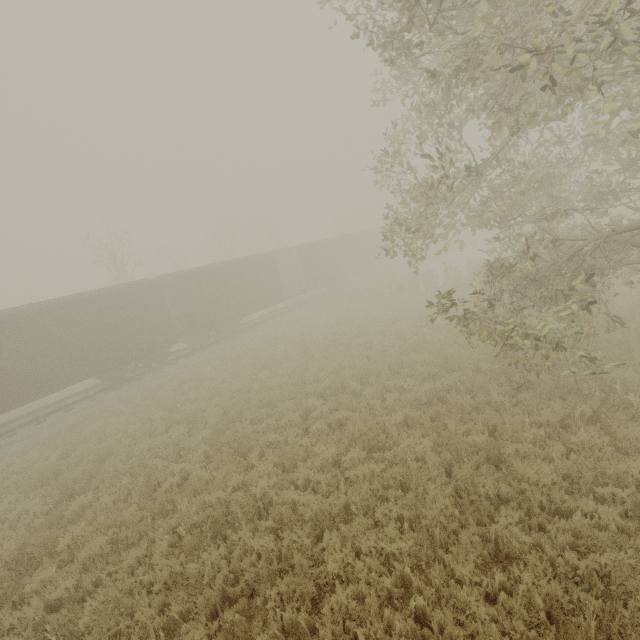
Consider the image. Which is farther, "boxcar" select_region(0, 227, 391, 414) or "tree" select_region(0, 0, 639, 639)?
"boxcar" select_region(0, 227, 391, 414)

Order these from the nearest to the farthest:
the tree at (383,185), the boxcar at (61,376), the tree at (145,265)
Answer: the tree at (383,185) < the boxcar at (61,376) < the tree at (145,265)

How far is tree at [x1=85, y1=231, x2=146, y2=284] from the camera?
23.75m

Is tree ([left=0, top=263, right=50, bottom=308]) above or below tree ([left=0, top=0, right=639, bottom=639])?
above

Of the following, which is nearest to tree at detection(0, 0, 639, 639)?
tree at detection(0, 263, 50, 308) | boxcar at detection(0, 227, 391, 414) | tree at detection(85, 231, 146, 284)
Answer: boxcar at detection(0, 227, 391, 414)

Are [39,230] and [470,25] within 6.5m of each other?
no

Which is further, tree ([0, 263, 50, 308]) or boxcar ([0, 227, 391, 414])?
tree ([0, 263, 50, 308])

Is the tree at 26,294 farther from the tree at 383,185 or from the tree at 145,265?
the tree at 383,185
